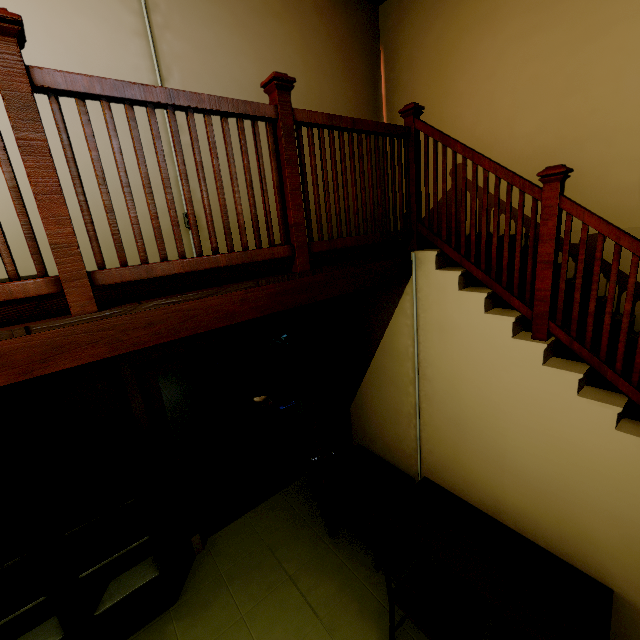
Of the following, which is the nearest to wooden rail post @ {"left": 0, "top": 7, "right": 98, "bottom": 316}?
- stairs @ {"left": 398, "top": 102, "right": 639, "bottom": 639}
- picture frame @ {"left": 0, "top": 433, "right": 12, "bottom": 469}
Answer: picture frame @ {"left": 0, "top": 433, "right": 12, "bottom": 469}

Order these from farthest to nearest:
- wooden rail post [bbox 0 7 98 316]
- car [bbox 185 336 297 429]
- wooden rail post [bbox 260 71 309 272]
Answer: car [bbox 185 336 297 429] → wooden rail post [bbox 260 71 309 272] → wooden rail post [bbox 0 7 98 316]

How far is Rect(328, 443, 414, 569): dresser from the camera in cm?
305

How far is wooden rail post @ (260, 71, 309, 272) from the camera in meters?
1.8

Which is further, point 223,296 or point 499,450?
point 499,450

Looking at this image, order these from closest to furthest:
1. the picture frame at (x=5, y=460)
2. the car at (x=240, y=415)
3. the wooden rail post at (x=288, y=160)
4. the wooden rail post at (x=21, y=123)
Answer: the wooden rail post at (x=21, y=123) < the wooden rail post at (x=288, y=160) < the picture frame at (x=5, y=460) < the car at (x=240, y=415)

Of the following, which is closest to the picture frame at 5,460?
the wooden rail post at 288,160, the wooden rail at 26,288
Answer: the wooden rail at 26,288

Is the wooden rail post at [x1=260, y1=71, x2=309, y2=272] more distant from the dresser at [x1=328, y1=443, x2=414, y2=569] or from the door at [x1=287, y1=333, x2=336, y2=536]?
the dresser at [x1=328, y1=443, x2=414, y2=569]
